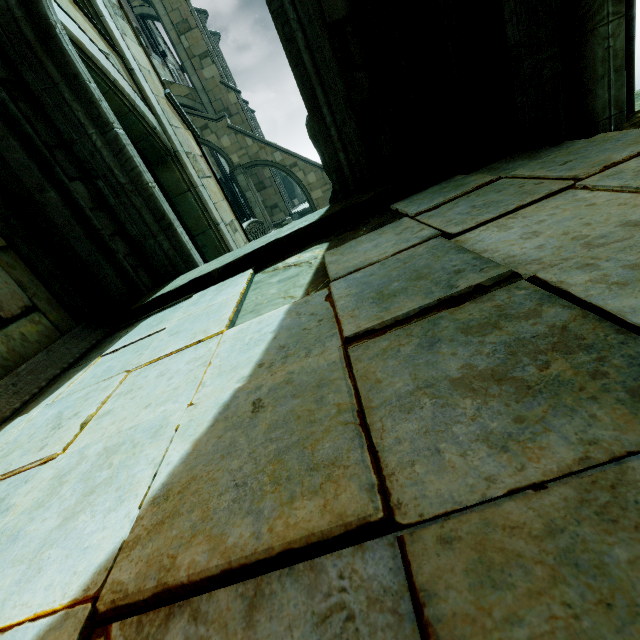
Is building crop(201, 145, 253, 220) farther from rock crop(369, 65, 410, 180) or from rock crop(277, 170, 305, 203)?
rock crop(369, 65, 410, 180)

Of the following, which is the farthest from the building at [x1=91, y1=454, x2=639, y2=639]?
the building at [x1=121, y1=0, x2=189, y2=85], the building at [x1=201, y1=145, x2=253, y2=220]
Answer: the building at [x1=201, y1=145, x2=253, y2=220]

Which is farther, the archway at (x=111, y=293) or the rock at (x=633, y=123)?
the archway at (x=111, y=293)

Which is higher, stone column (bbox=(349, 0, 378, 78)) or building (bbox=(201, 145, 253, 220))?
building (bbox=(201, 145, 253, 220))

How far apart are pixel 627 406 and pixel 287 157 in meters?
23.5

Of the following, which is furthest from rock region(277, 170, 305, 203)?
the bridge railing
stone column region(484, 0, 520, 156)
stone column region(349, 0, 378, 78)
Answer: stone column region(484, 0, 520, 156)

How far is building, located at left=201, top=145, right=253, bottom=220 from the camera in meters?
31.1

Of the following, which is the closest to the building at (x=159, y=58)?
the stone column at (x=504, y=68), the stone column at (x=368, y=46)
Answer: the stone column at (x=368, y=46)
